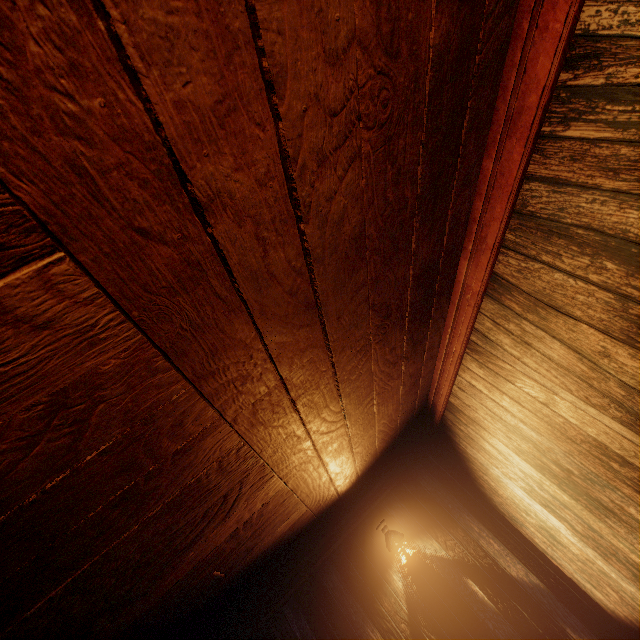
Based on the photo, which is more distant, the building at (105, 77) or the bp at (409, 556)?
the bp at (409, 556)

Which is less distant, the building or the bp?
the building

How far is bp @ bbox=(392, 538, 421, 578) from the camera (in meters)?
3.95

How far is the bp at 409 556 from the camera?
4.0m

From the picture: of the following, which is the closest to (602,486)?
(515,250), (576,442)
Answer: (576,442)
